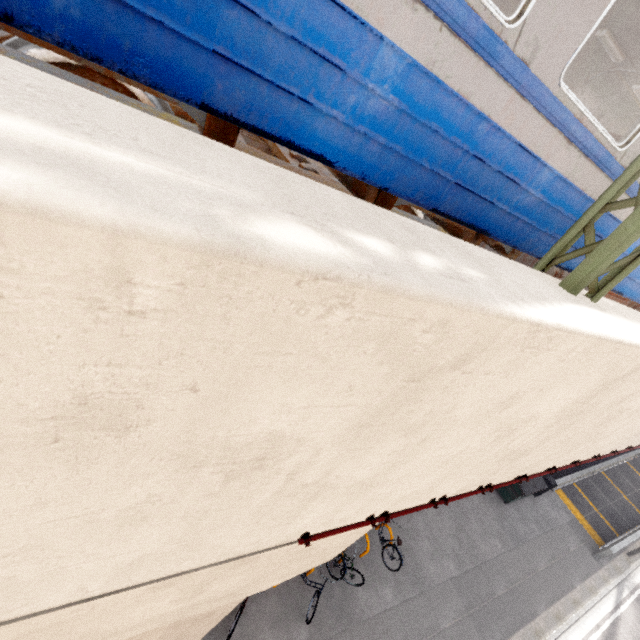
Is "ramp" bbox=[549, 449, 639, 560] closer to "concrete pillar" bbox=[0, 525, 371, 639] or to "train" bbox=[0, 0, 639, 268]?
"train" bbox=[0, 0, 639, 268]

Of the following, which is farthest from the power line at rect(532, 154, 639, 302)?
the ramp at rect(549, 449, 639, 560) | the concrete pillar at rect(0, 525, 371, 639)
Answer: the ramp at rect(549, 449, 639, 560)

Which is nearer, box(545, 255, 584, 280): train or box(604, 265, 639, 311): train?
box(545, 255, 584, 280): train

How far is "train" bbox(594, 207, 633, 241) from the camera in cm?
322

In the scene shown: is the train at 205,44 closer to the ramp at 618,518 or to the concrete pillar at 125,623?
the concrete pillar at 125,623

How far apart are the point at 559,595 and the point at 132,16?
19.1 meters

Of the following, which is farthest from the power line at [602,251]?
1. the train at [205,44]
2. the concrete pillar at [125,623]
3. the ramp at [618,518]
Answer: the ramp at [618,518]

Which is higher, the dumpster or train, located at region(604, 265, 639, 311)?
train, located at region(604, 265, 639, 311)
